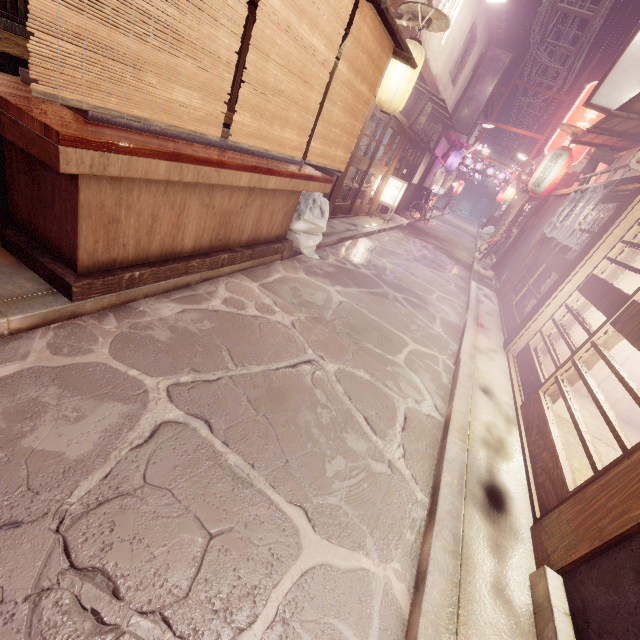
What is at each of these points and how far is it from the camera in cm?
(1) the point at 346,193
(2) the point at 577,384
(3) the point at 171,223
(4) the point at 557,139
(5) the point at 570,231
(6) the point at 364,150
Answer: (1) building, 2148
(2) building, 952
(3) table, 575
(4) light, 1634
(5) flag, 1012
(6) building, 2019

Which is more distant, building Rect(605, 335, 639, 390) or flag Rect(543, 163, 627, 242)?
flag Rect(543, 163, 627, 242)

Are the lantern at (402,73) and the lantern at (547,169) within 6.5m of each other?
→ no

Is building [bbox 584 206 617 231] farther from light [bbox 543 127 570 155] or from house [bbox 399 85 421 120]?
house [bbox 399 85 421 120]

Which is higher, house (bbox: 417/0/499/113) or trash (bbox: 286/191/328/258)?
house (bbox: 417/0/499/113)

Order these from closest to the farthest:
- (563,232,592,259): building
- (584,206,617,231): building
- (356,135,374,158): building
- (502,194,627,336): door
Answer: (502,194,627,336): door
(584,206,617,231): building
(563,232,592,259): building
(356,135,374,158): building

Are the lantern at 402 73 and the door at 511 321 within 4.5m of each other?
no

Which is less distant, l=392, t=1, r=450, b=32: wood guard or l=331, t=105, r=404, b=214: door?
l=392, t=1, r=450, b=32: wood guard
